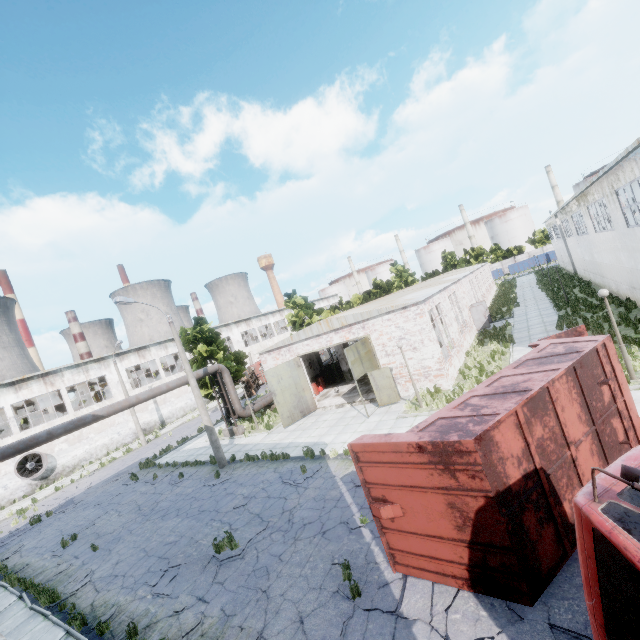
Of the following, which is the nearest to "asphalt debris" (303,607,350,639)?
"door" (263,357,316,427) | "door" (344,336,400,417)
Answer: "door" (344,336,400,417)

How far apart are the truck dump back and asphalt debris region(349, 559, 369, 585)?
6.6 meters

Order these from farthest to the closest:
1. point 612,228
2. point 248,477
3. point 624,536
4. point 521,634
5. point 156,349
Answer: point 156,349 < point 612,228 < point 248,477 < point 521,634 < point 624,536

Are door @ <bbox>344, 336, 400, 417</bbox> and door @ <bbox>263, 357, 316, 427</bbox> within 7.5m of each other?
yes

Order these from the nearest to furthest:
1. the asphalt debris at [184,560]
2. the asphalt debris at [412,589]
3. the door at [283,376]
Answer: the asphalt debris at [412,589]
the asphalt debris at [184,560]
the door at [283,376]

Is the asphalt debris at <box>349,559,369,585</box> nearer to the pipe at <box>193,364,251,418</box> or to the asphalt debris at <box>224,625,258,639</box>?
the asphalt debris at <box>224,625,258,639</box>

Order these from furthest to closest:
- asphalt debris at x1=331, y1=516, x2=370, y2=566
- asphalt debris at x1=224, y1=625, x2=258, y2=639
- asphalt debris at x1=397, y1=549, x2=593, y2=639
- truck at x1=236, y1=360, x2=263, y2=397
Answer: truck at x1=236, y1=360, x2=263, y2=397 → asphalt debris at x1=331, y1=516, x2=370, y2=566 → asphalt debris at x1=224, y1=625, x2=258, y2=639 → asphalt debris at x1=397, y1=549, x2=593, y2=639

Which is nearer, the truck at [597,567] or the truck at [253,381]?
the truck at [597,567]
